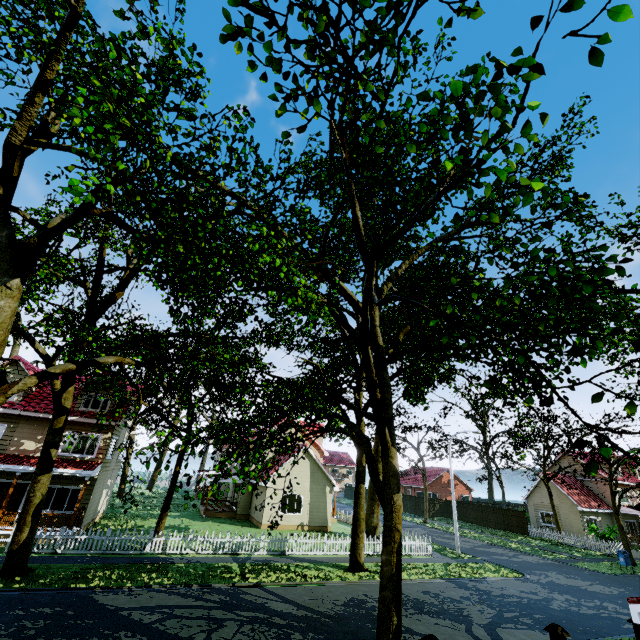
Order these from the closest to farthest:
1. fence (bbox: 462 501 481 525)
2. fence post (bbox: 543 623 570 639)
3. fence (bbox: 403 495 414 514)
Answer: fence post (bbox: 543 623 570 639) → fence (bbox: 462 501 481 525) → fence (bbox: 403 495 414 514)

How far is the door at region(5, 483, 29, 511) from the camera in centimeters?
1783cm

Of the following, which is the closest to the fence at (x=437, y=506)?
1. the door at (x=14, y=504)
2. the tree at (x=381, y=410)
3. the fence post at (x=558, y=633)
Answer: the fence post at (x=558, y=633)

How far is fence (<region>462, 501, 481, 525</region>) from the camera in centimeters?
4054cm

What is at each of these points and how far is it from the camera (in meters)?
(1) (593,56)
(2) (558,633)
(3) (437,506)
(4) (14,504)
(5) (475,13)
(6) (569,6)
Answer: (1) tree, 2.71
(2) fence post, 5.94
(3) fence, 45.00
(4) door, 17.92
(5) tree, 3.50
(6) tree, 2.61

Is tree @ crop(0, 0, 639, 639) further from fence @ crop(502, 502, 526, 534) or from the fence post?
the fence post

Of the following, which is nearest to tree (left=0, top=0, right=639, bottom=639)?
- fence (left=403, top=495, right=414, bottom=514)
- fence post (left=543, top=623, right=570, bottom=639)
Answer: fence (left=403, top=495, right=414, bottom=514)
